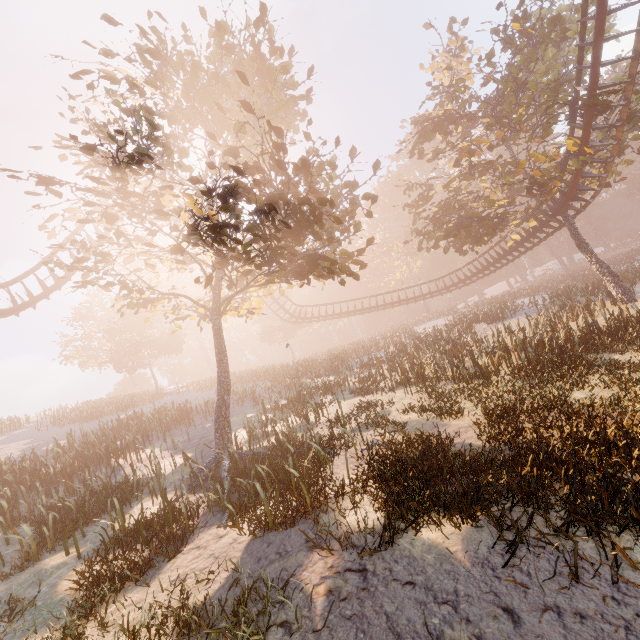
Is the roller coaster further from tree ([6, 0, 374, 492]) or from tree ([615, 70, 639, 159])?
tree ([6, 0, 374, 492])

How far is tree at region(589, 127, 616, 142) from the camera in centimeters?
1642cm

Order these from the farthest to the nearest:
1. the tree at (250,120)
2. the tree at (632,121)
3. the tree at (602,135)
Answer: the tree at (602,135) → the tree at (632,121) → the tree at (250,120)

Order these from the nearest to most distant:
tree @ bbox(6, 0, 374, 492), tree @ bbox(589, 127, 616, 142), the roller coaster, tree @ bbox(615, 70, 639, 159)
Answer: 1. tree @ bbox(6, 0, 374, 492)
2. the roller coaster
3. tree @ bbox(615, 70, 639, 159)
4. tree @ bbox(589, 127, 616, 142)

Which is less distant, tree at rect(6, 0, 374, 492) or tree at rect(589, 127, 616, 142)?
tree at rect(6, 0, 374, 492)

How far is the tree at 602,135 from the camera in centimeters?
1642cm

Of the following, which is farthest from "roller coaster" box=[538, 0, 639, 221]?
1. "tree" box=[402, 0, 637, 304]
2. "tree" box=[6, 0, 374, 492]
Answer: "tree" box=[6, 0, 374, 492]

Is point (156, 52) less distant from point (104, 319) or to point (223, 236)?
point (223, 236)
